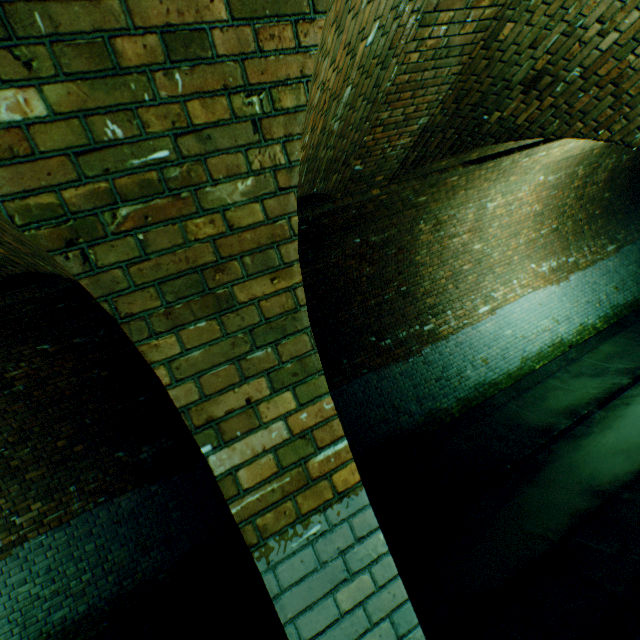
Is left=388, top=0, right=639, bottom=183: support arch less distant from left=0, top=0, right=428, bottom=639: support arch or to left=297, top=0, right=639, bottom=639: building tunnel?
left=297, top=0, right=639, bottom=639: building tunnel

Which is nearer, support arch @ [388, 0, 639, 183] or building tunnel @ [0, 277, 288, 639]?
support arch @ [388, 0, 639, 183]

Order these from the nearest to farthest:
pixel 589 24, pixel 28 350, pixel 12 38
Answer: pixel 12 38
pixel 589 24
pixel 28 350

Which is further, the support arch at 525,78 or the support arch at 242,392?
the support arch at 525,78

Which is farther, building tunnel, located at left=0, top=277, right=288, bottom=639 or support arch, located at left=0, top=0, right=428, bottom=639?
building tunnel, located at left=0, top=277, right=288, bottom=639

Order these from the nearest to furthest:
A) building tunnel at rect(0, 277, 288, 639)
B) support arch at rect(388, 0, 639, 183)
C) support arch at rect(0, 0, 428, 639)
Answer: support arch at rect(0, 0, 428, 639)
support arch at rect(388, 0, 639, 183)
building tunnel at rect(0, 277, 288, 639)

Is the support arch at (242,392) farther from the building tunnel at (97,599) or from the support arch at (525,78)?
the support arch at (525,78)
